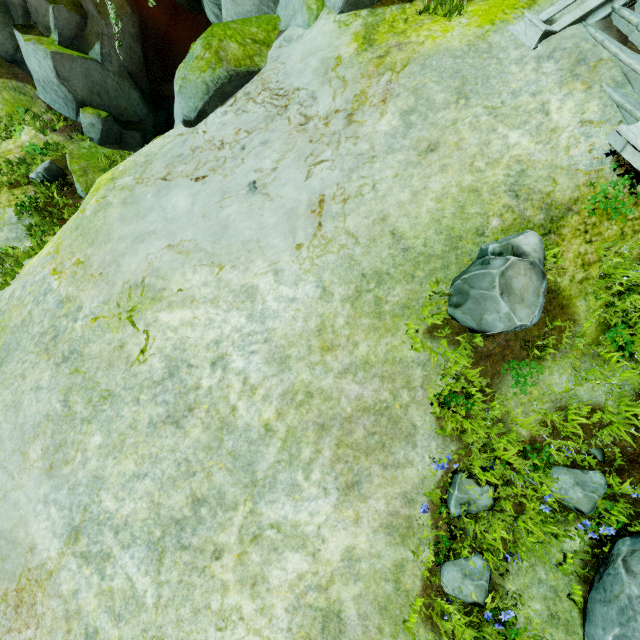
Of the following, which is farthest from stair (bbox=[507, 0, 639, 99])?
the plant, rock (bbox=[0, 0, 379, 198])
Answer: the plant

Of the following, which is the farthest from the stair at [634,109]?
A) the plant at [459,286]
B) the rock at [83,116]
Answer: the plant at [459,286]

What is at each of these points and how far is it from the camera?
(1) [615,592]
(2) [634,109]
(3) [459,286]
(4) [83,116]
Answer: (1) rock, 3.49m
(2) stair, 4.30m
(3) plant, 4.17m
(4) rock, 12.04m

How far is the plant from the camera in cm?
375

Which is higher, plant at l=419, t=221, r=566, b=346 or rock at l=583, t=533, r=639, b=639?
plant at l=419, t=221, r=566, b=346

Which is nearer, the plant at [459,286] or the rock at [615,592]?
the rock at [615,592]

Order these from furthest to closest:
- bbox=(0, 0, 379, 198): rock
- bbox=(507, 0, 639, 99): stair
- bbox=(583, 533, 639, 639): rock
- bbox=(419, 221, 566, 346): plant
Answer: bbox=(0, 0, 379, 198): rock
bbox=(507, 0, 639, 99): stair
bbox=(419, 221, 566, 346): plant
bbox=(583, 533, 639, 639): rock
